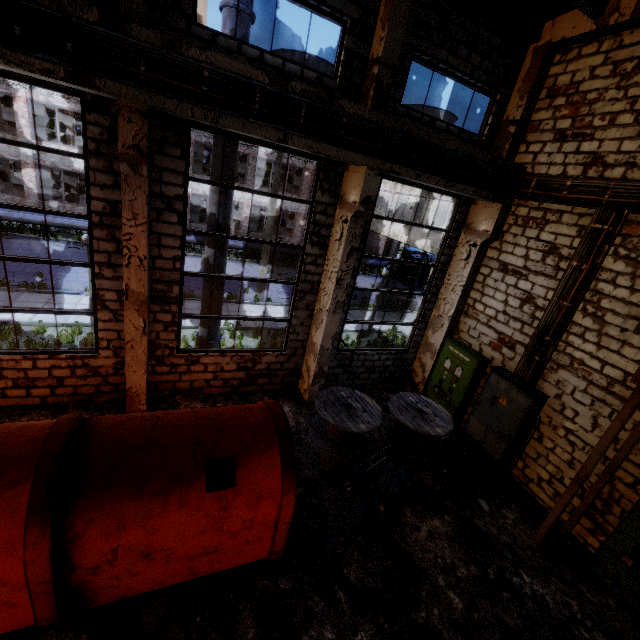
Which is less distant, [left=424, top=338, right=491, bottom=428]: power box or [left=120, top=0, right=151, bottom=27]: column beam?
[left=120, top=0, right=151, bottom=27]: column beam

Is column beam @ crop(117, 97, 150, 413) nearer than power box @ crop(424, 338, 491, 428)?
Yes

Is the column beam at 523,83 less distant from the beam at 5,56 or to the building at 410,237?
the beam at 5,56

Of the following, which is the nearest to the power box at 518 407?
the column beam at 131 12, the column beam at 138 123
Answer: the column beam at 138 123

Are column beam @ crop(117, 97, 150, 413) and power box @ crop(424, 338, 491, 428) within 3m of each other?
no

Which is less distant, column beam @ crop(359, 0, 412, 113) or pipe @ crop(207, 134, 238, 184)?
column beam @ crop(359, 0, 412, 113)

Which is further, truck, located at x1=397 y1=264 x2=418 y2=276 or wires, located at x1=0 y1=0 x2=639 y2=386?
truck, located at x1=397 y1=264 x2=418 y2=276

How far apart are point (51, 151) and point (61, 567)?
6.4 meters
